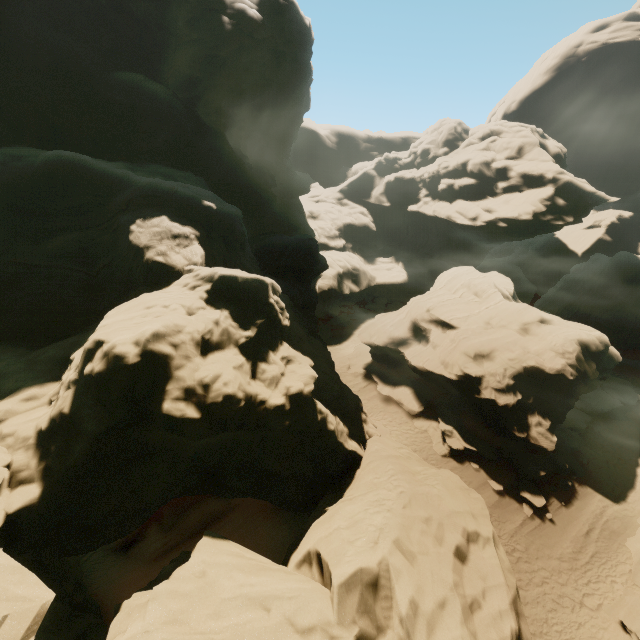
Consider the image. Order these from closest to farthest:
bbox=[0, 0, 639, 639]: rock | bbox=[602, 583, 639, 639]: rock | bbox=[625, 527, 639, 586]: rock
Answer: bbox=[0, 0, 639, 639]: rock
bbox=[602, 583, 639, 639]: rock
bbox=[625, 527, 639, 586]: rock

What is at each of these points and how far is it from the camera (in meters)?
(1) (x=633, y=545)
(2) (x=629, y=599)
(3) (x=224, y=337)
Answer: (1) rock, 15.04
(2) rock, 12.86
(3) rock, 11.91

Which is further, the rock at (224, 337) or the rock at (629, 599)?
the rock at (629, 599)

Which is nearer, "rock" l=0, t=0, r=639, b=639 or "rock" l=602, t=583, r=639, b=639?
"rock" l=0, t=0, r=639, b=639

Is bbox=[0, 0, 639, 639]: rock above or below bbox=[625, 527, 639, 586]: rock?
above

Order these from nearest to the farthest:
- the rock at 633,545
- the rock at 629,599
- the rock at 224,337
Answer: the rock at 224,337, the rock at 629,599, the rock at 633,545
